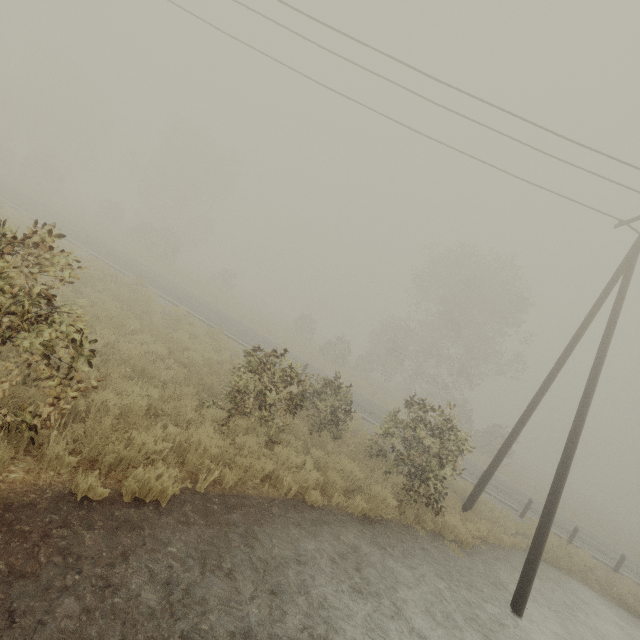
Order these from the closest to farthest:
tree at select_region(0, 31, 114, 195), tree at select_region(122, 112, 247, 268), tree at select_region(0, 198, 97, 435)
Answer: tree at select_region(0, 198, 97, 435) < tree at select_region(122, 112, 247, 268) < tree at select_region(0, 31, 114, 195)

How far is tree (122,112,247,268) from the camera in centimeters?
3228cm

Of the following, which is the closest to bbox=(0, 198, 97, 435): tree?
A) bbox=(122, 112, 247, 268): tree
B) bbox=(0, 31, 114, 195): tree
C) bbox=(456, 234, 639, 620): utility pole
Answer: bbox=(456, 234, 639, 620): utility pole

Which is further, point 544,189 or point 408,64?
point 544,189

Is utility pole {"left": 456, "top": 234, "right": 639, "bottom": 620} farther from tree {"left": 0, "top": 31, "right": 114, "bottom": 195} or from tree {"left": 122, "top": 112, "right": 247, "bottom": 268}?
tree {"left": 0, "top": 31, "right": 114, "bottom": 195}

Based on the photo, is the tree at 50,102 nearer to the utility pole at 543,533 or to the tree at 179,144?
the tree at 179,144

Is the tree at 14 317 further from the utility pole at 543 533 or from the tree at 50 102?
the tree at 50 102

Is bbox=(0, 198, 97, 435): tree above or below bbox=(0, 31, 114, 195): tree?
below
